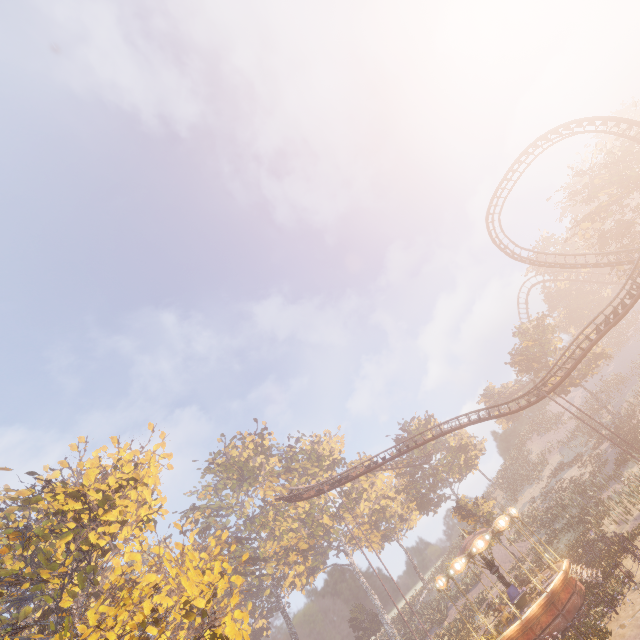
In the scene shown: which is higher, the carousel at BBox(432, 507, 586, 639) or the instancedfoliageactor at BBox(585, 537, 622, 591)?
the carousel at BBox(432, 507, 586, 639)

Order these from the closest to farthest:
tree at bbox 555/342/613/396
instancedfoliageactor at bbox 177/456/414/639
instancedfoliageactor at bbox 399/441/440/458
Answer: tree at bbox 555/342/613/396 → instancedfoliageactor at bbox 177/456/414/639 → instancedfoliageactor at bbox 399/441/440/458

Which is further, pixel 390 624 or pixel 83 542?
pixel 390 624

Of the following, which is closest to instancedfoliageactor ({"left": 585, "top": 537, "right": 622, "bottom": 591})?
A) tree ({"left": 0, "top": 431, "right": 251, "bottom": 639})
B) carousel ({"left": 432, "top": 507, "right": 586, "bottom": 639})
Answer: carousel ({"left": 432, "top": 507, "right": 586, "bottom": 639})

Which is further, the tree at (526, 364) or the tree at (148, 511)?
the tree at (526, 364)

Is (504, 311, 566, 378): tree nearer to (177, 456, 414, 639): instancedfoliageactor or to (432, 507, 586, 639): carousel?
(432, 507, 586, 639): carousel

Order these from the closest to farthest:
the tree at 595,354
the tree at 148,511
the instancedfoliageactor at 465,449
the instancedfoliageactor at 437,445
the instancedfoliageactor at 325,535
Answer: the tree at 148,511 → the instancedfoliageactor at 465,449 → the tree at 595,354 → the instancedfoliageactor at 325,535 → the instancedfoliageactor at 437,445

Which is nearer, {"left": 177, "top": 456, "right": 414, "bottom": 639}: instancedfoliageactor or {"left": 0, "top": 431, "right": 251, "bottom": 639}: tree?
{"left": 0, "top": 431, "right": 251, "bottom": 639}: tree
